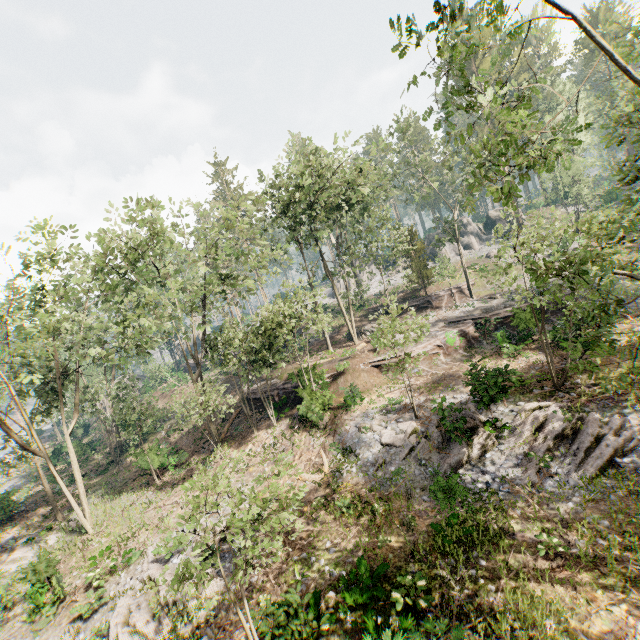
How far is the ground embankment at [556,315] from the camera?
19.99m

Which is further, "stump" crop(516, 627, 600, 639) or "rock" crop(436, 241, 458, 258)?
"rock" crop(436, 241, 458, 258)

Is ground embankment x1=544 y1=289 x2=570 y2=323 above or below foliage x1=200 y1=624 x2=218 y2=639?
above

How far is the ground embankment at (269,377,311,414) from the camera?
23.4m

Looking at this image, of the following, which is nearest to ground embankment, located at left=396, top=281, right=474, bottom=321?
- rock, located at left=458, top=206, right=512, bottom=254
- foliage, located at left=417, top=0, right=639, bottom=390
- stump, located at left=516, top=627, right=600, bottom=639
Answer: foliage, located at left=417, top=0, right=639, bottom=390

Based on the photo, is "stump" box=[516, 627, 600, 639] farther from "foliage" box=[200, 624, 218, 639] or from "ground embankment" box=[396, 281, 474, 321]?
"ground embankment" box=[396, 281, 474, 321]

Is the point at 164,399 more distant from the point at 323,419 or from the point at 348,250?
the point at 348,250

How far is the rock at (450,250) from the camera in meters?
52.4 m
